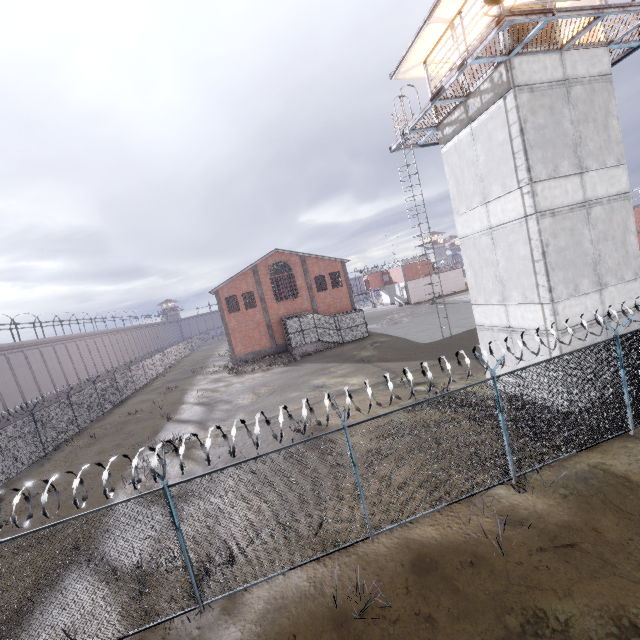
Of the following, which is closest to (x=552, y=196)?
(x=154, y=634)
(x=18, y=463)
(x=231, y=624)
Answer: (x=231, y=624)

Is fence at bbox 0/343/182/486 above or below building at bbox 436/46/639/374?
below

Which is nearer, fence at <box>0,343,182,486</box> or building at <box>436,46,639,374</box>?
building at <box>436,46,639,374</box>

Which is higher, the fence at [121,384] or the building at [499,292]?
the building at [499,292]

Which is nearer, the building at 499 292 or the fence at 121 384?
the building at 499 292
